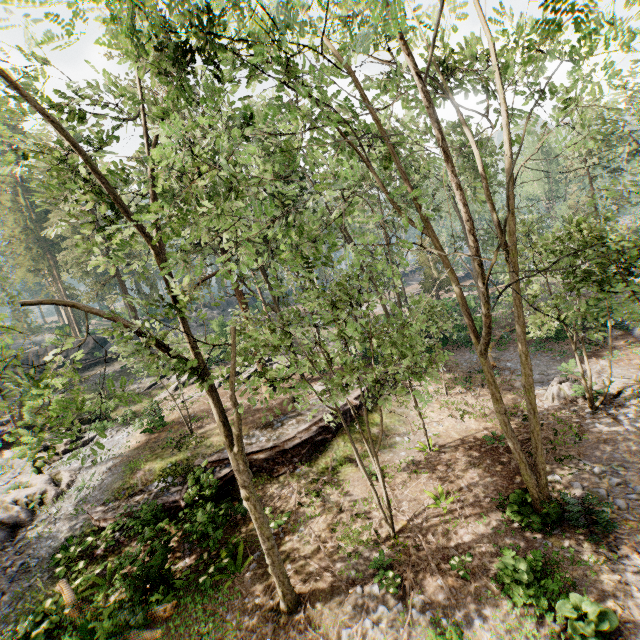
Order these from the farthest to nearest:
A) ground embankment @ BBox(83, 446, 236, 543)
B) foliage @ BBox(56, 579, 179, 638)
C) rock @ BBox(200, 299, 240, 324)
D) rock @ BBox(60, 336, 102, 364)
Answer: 1. rock @ BBox(200, 299, 240, 324)
2. rock @ BBox(60, 336, 102, 364)
3. ground embankment @ BBox(83, 446, 236, 543)
4. foliage @ BBox(56, 579, 179, 638)

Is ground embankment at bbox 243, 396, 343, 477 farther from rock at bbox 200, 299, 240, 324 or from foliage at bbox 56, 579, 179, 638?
rock at bbox 200, 299, 240, 324

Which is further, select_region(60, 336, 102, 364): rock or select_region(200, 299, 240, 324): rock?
select_region(200, 299, 240, 324): rock

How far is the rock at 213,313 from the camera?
40.19m

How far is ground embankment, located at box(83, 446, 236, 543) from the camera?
12.24m

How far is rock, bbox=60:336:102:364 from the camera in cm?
3891

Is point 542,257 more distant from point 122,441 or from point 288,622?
point 122,441

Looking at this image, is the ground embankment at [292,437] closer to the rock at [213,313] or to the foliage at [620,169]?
the foliage at [620,169]
